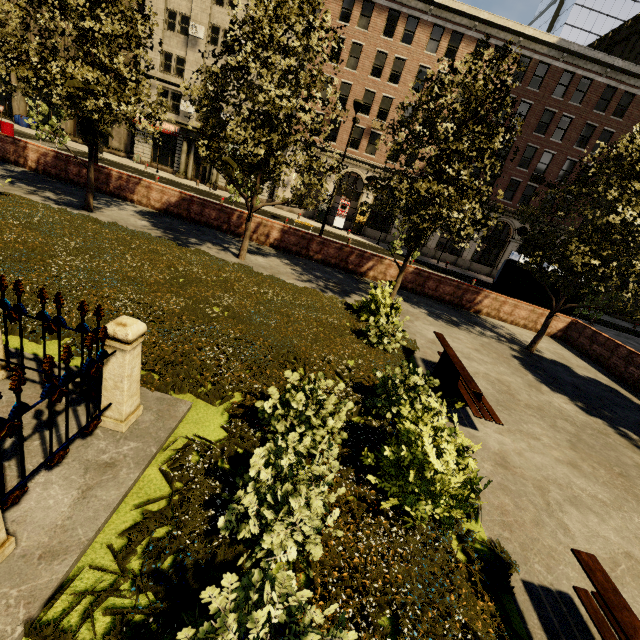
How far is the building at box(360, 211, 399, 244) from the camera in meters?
33.6 m

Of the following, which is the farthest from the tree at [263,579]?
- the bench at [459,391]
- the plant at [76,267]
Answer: the bench at [459,391]

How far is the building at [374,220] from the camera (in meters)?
33.62

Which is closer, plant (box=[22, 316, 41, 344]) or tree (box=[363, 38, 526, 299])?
plant (box=[22, 316, 41, 344])

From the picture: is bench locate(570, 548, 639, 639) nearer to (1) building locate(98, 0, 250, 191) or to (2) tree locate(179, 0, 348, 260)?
(2) tree locate(179, 0, 348, 260)

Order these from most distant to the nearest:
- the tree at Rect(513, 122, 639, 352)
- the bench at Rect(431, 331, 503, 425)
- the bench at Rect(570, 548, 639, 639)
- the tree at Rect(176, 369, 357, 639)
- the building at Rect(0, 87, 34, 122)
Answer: the building at Rect(0, 87, 34, 122) < the tree at Rect(513, 122, 639, 352) < the bench at Rect(431, 331, 503, 425) < the bench at Rect(570, 548, 639, 639) < the tree at Rect(176, 369, 357, 639)

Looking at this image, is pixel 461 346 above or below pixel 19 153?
below
